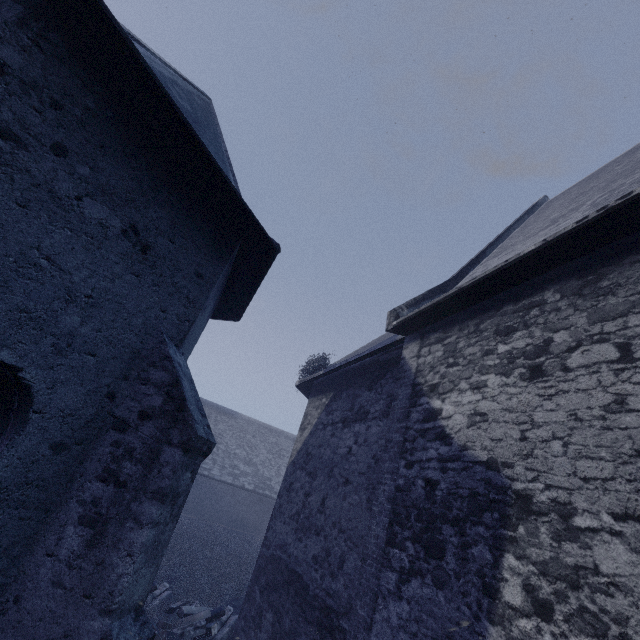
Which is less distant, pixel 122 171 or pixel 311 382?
pixel 122 171
